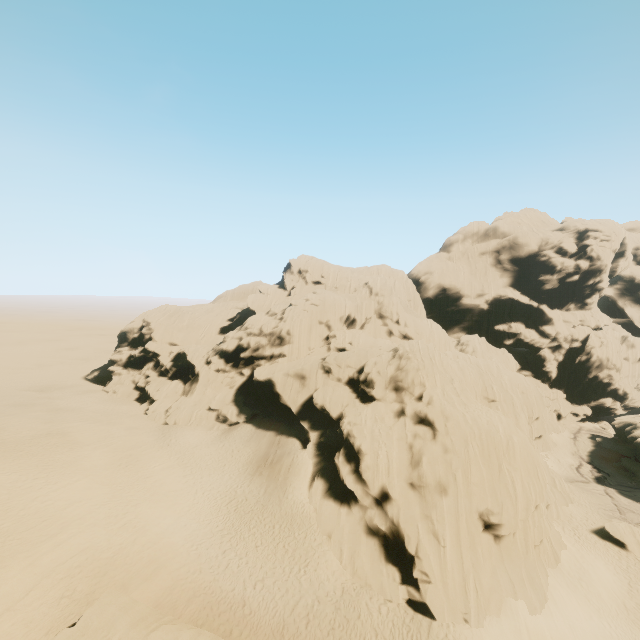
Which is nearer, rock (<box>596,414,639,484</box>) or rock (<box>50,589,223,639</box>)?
rock (<box>50,589,223,639</box>)

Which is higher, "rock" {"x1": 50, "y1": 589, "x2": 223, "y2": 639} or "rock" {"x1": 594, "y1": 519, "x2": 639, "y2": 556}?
"rock" {"x1": 50, "y1": 589, "x2": 223, "y2": 639}

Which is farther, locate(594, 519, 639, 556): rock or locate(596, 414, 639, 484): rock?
locate(596, 414, 639, 484): rock

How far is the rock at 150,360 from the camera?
20.7m

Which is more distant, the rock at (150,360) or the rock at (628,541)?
the rock at (628,541)

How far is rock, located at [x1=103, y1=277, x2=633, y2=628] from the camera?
20.70m

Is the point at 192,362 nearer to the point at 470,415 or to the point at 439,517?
the point at 470,415
